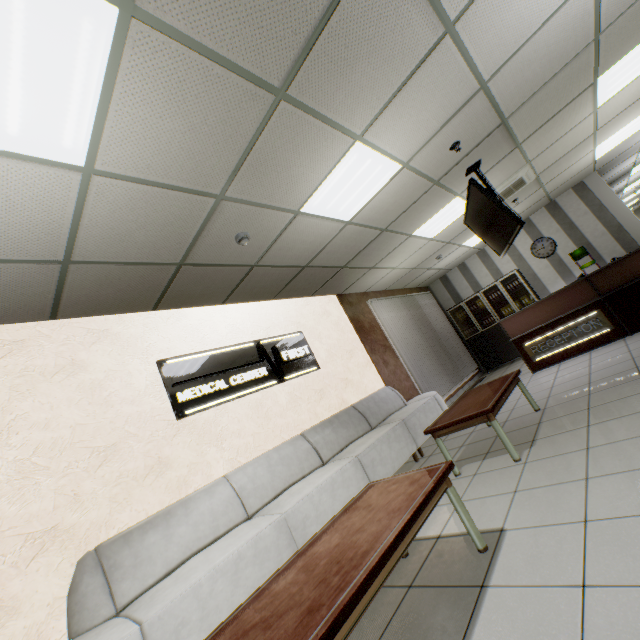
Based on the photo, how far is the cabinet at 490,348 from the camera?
8.9 meters

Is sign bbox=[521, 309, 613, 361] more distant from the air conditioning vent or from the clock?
the clock

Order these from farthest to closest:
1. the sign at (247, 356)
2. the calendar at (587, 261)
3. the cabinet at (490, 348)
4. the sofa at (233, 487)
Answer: the cabinet at (490, 348)
the calendar at (587, 261)
the sign at (247, 356)
the sofa at (233, 487)

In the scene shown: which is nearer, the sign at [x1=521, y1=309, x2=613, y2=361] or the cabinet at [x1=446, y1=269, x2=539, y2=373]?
the sign at [x1=521, y1=309, x2=613, y2=361]

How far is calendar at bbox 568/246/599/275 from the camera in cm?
809

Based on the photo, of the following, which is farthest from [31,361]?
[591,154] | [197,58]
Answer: [591,154]

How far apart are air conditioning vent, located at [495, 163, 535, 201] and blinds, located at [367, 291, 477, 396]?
2.85m

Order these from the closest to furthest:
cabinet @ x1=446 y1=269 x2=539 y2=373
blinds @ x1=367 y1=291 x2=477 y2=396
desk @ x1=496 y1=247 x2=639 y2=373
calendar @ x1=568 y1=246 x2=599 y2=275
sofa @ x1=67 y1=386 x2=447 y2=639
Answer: sofa @ x1=67 y1=386 x2=447 y2=639, desk @ x1=496 y1=247 x2=639 y2=373, blinds @ x1=367 y1=291 x2=477 y2=396, calendar @ x1=568 y1=246 x2=599 y2=275, cabinet @ x1=446 y1=269 x2=539 y2=373
